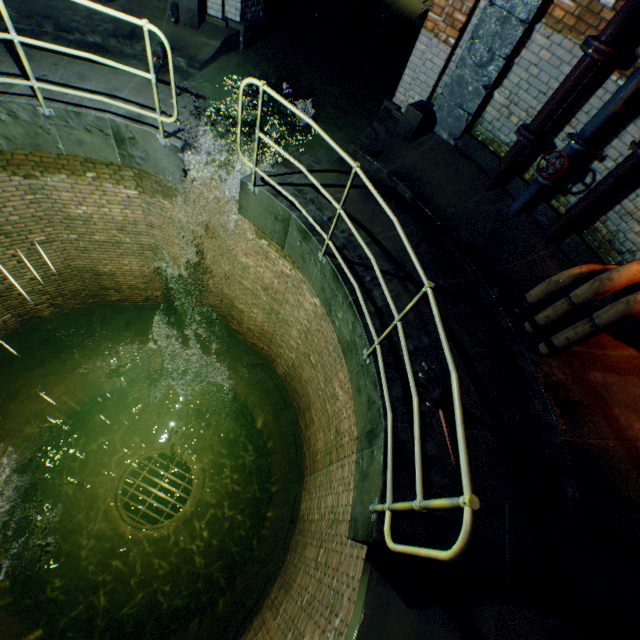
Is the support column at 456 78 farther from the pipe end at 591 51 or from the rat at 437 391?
the rat at 437 391

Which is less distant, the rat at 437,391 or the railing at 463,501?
the railing at 463,501

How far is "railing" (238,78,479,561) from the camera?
1.7m

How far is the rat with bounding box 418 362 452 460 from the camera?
3.1 meters

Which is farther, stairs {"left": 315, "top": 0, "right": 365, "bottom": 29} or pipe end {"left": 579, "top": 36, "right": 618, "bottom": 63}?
stairs {"left": 315, "top": 0, "right": 365, "bottom": 29}

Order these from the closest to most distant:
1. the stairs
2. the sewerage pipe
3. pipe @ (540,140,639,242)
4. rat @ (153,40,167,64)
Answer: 1. pipe @ (540,140,639,242)
2. rat @ (153,40,167,64)
3. the stairs
4. the sewerage pipe

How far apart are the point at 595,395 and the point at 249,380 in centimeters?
889cm

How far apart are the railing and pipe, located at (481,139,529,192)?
2.8 meters
